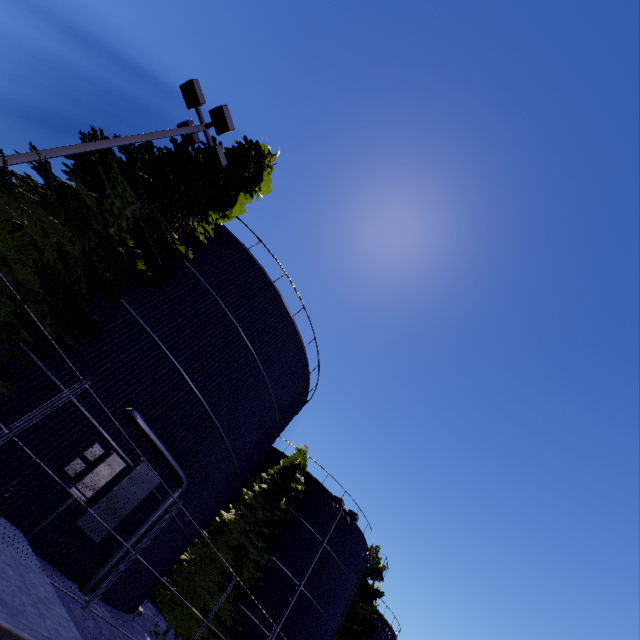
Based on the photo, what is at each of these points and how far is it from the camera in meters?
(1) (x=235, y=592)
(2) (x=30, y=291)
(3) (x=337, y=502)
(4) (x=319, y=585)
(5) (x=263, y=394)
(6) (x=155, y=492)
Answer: (1) tree, 16.4
(2) tree, 7.8
(3) light, 20.6
(4) silo, 23.4
(5) silo, 15.6
(6) silo, 11.5

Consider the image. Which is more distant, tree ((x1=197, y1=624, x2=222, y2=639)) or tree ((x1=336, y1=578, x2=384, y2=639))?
tree ((x1=336, y1=578, x2=384, y2=639))

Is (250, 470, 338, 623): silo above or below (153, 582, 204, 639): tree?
above

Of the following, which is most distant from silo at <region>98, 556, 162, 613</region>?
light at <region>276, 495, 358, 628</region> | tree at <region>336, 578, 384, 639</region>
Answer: light at <region>276, 495, 358, 628</region>

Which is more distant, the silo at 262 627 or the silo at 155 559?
the silo at 262 627

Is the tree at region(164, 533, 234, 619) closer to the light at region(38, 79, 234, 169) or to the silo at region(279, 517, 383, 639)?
the light at region(38, 79, 234, 169)

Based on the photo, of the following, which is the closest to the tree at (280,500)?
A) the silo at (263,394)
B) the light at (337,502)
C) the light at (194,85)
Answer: the light at (194,85)

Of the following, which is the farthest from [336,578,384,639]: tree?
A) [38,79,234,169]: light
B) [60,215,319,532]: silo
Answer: [38,79,234,169]: light
